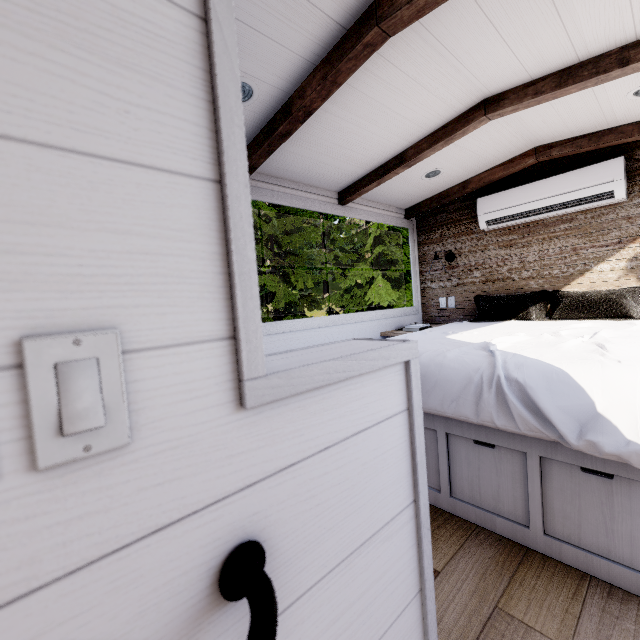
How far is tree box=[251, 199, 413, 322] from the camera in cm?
1258

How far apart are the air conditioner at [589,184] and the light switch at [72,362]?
3.6m

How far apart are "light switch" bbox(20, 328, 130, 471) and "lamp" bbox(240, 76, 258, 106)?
1.81m

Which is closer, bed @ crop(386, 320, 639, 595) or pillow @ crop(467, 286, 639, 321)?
bed @ crop(386, 320, 639, 595)

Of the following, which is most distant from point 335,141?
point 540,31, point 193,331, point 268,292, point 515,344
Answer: point 268,292

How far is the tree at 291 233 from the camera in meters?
12.6

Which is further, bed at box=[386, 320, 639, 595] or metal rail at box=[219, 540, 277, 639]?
bed at box=[386, 320, 639, 595]

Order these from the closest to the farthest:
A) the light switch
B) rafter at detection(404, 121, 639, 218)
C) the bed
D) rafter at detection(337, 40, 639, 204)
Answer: the light switch, the bed, rafter at detection(337, 40, 639, 204), rafter at detection(404, 121, 639, 218)
